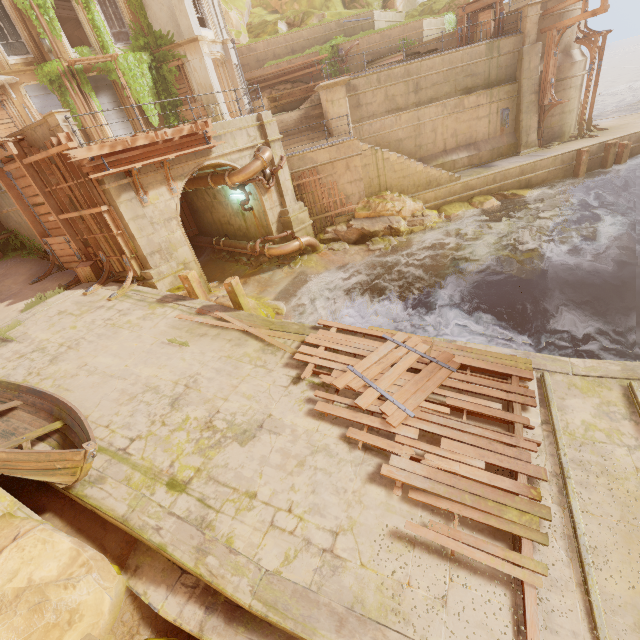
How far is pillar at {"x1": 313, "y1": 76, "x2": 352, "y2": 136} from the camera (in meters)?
15.90

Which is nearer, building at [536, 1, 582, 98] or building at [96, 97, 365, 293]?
building at [96, 97, 365, 293]

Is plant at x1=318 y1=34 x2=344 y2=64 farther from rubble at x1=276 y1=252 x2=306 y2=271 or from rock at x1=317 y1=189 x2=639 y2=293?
rubble at x1=276 y1=252 x2=306 y2=271

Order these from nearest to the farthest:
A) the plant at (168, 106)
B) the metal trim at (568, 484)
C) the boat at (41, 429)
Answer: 1. the metal trim at (568, 484)
2. the boat at (41, 429)
3. the plant at (168, 106)

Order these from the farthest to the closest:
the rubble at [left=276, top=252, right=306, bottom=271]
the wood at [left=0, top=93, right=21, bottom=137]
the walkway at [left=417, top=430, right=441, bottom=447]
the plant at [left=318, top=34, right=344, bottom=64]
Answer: the plant at [left=318, top=34, right=344, bottom=64], the wood at [left=0, top=93, right=21, bottom=137], the rubble at [left=276, top=252, right=306, bottom=271], the walkway at [left=417, top=430, right=441, bottom=447]

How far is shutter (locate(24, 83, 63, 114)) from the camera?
16.8m

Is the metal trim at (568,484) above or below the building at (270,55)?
below

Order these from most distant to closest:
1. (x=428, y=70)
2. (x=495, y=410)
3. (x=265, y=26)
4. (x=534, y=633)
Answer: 1. (x=265, y=26)
2. (x=428, y=70)
3. (x=495, y=410)
4. (x=534, y=633)
